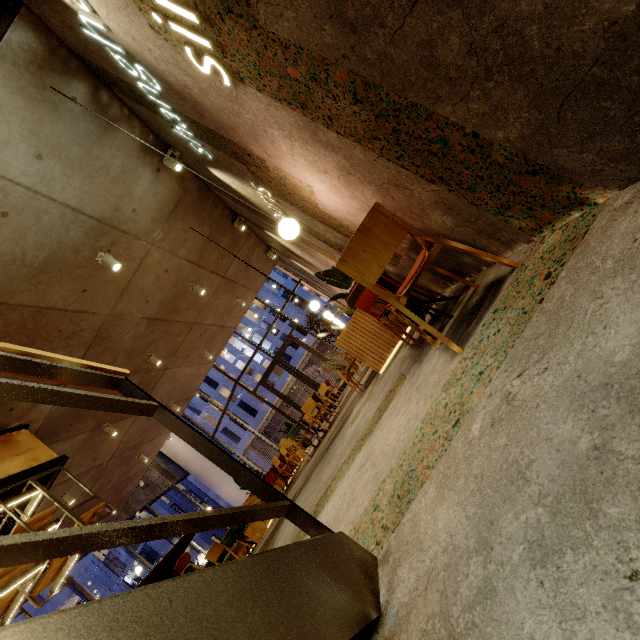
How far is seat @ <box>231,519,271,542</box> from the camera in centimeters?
748cm

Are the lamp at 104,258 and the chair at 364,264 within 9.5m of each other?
yes

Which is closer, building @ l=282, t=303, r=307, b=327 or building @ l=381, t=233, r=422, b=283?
building @ l=381, t=233, r=422, b=283

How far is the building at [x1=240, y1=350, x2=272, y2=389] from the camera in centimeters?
4028cm

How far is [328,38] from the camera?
1.26m

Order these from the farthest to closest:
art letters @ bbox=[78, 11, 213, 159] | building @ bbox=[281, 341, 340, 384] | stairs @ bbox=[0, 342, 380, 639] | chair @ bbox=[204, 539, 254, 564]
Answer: building @ bbox=[281, 341, 340, 384]
chair @ bbox=[204, 539, 254, 564]
art letters @ bbox=[78, 11, 213, 159]
stairs @ bbox=[0, 342, 380, 639]

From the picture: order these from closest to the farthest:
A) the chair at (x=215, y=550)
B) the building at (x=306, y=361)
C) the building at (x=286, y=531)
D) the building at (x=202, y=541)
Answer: the building at (x=286, y=531)
the chair at (x=215, y=550)
the building at (x=306, y=361)
the building at (x=202, y=541)

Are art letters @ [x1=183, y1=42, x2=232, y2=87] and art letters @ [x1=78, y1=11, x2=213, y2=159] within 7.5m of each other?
yes
